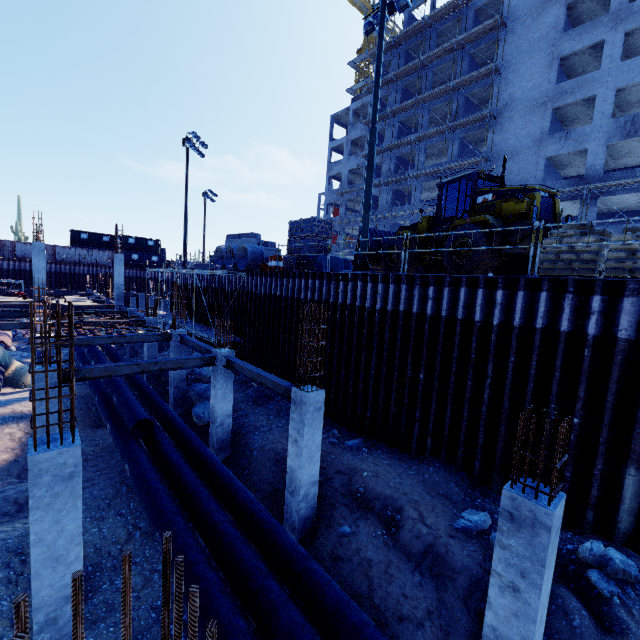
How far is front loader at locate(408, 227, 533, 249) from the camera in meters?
10.4 m

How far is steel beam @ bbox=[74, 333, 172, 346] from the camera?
13.14m

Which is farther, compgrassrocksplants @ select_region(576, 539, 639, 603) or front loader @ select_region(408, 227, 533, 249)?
front loader @ select_region(408, 227, 533, 249)

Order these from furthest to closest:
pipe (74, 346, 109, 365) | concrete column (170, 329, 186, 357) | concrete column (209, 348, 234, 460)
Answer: pipe (74, 346, 109, 365)
concrete column (170, 329, 186, 357)
concrete column (209, 348, 234, 460)

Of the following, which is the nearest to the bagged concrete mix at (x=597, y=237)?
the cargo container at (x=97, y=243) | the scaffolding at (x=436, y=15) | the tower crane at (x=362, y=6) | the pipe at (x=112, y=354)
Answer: the pipe at (x=112, y=354)

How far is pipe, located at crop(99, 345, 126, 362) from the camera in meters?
20.0 m

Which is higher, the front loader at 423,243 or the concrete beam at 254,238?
the concrete beam at 254,238

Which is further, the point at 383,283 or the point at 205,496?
the point at 383,283
